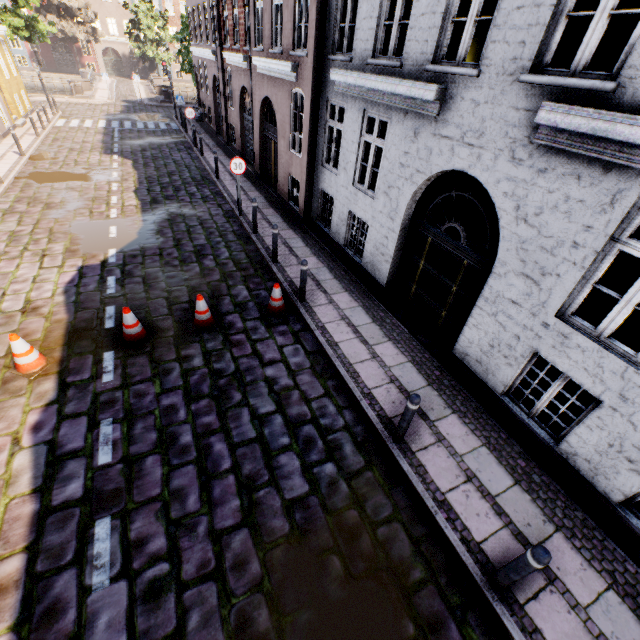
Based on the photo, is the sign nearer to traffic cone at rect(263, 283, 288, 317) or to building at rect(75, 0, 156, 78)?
building at rect(75, 0, 156, 78)

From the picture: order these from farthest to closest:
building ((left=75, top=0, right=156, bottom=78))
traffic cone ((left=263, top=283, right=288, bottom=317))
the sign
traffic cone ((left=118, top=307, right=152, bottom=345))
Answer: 1. building ((left=75, top=0, right=156, bottom=78))
2. the sign
3. traffic cone ((left=263, top=283, right=288, bottom=317))
4. traffic cone ((left=118, top=307, right=152, bottom=345))

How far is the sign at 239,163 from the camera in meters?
10.4

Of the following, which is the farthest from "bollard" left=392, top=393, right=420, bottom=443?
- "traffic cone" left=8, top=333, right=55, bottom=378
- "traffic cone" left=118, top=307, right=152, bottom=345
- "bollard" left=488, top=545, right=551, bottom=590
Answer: "traffic cone" left=8, top=333, right=55, bottom=378

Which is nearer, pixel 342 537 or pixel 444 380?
pixel 342 537

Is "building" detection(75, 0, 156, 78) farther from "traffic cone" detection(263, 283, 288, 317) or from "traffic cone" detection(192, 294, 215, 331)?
"traffic cone" detection(192, 294, 215, 331)

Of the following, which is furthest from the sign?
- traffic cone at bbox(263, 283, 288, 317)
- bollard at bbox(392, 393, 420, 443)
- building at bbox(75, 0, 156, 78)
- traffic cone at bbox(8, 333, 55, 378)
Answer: bollard at bbox(392, 393, 420, 443)

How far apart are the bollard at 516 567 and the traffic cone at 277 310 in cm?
558
